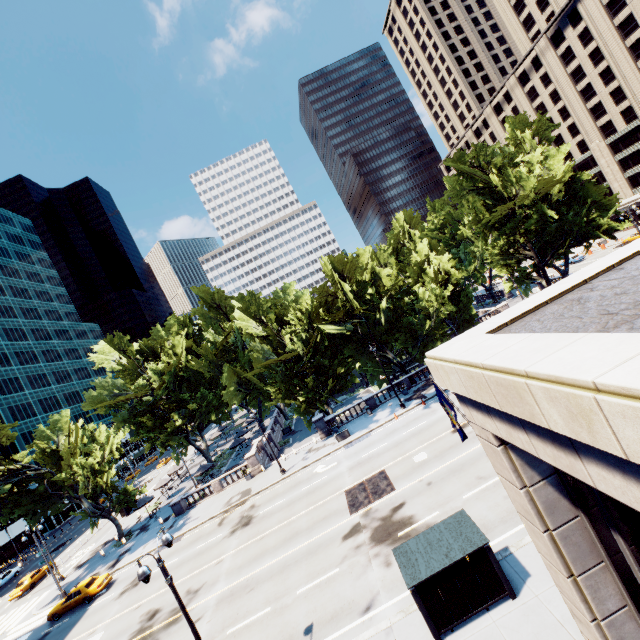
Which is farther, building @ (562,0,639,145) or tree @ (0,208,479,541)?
building @ (562,0,639,145)

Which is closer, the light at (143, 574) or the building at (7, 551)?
the light at (143, 574)

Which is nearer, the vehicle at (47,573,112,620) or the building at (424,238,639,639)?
the building at (424,238,639,639)

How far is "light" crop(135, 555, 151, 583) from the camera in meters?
11.1

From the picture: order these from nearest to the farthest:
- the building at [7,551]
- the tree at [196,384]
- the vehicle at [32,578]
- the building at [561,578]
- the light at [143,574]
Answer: the building at [561,578] < the light at [143,574] < the tree at [196,384] < the vehicle at [32,578] < the building at [7,551]

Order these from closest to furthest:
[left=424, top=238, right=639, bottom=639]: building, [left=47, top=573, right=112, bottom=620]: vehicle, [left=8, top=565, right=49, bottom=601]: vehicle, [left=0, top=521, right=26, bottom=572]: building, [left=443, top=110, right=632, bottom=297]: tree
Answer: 1. [left=424, top=238, right=639, bottom=639]: building
2. [left=47, top=573, right=112, bottom=620]: vehicle
3. [left=443, top=110, right=632, bottom=297]: tree
4. [left=8, top=565, right=49, bottom=601]: vehicle
5. [left=0, top=521, right=26, bottom=572]: building

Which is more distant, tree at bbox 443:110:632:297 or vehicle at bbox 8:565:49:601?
vehicle at bbox 8:565:49:601

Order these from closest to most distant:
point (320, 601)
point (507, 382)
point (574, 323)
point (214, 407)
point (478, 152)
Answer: point (507, 382), point (574, 323), point (320, 601), point (478, 152), point (214, 407)
